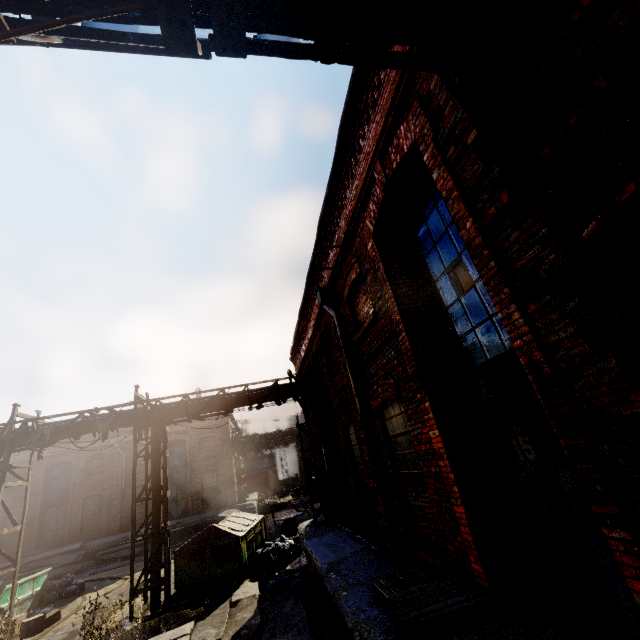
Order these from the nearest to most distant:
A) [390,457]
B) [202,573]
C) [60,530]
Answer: [390,457], [202,573], [60,530]

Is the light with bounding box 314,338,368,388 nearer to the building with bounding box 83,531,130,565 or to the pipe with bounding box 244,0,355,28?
the pipe with bounding box 244,0,355,28

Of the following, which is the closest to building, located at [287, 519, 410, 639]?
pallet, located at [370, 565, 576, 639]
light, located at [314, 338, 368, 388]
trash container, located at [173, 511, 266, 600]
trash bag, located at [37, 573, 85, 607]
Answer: pallet, located at [370, 565, 576, 639]

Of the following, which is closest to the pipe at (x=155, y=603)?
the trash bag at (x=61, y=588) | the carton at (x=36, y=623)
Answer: the carton at (x=36, y=623)

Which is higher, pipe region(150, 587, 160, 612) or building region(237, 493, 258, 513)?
building region(237, 493, 258, 513)

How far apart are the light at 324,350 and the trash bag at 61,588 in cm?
1666

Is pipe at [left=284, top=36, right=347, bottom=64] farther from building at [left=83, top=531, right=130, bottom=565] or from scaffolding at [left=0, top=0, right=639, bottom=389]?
building at [left=83, top=531, right=130, bottom=565]
